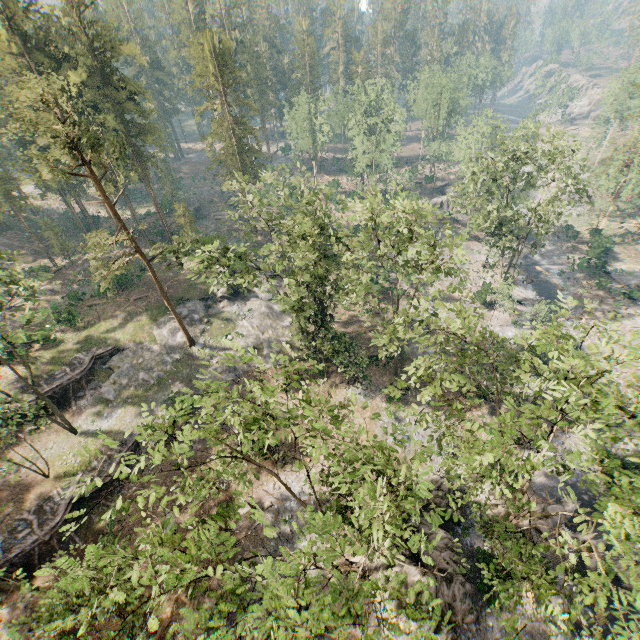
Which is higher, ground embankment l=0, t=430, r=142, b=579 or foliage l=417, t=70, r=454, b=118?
foliage l=417, t=70, r=454, b=118

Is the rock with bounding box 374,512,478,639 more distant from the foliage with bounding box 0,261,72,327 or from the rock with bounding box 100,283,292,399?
the rock with bounding box 100,283,292,399

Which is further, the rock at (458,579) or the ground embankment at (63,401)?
the ground embankment at (63,401)

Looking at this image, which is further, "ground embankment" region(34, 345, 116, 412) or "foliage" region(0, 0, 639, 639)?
"ground embankment" region(34, 345, 116, 412)

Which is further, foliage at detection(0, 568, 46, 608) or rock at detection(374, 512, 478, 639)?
rock at detection(374, 512, 478, 639)

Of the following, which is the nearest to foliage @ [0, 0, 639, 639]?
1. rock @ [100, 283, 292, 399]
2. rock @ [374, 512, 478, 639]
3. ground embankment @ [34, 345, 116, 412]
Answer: rock @ [100, 283, 292, 399]

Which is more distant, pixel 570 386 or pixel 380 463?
pixel 570 386

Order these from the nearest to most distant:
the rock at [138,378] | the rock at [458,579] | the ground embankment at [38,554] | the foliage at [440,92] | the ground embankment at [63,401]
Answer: the rock at [458,579], the ground embankment at [38,554], the ground embankment at [63,401], the rock at [138,378], the foliage at [440,92]
